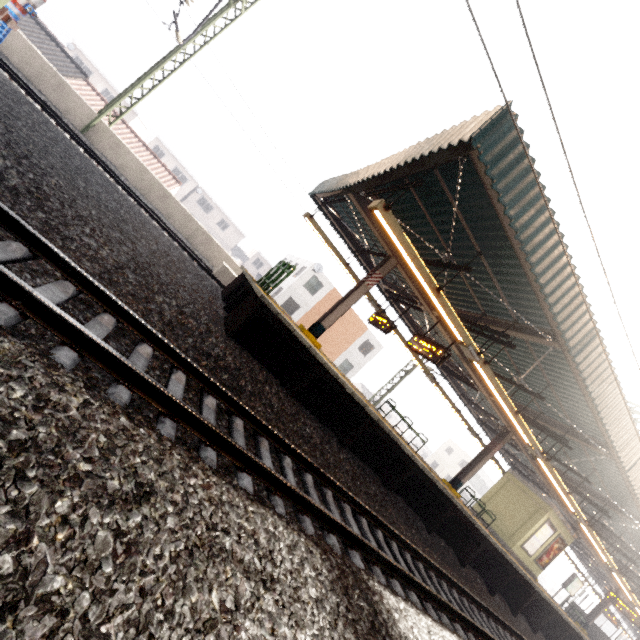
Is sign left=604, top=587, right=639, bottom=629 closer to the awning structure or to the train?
the awning structure

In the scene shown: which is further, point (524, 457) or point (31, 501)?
point (524, 457)

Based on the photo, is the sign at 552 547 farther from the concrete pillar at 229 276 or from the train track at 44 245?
the concrete pillar at 229 276

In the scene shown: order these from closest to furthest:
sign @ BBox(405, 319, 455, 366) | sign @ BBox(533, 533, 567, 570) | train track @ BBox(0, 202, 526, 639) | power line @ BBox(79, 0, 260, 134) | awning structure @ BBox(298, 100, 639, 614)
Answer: train track @ BBox(0, 202, 526, 639), awning structure @ BBox(298, 100, 639, 614), sign @ BBox(405, 319, 455, 366), power line @ BBox(79, 0, 260, 134), sign @ BBox(533, 533, 567, 570)

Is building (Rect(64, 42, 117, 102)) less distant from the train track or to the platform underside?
the platform underside

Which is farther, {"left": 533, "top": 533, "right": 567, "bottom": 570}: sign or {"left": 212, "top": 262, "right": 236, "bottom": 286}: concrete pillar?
{"left": 533, "top": 533, "right": 567, "bottom": 570}: sign

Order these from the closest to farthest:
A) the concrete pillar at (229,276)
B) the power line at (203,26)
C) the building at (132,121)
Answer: the power line at (203,26)
the concrete pillar at (229,276)
the building at (132,121)

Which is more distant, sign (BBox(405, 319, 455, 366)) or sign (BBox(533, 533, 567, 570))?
sign (BBox(533, 533, 567, 570))
